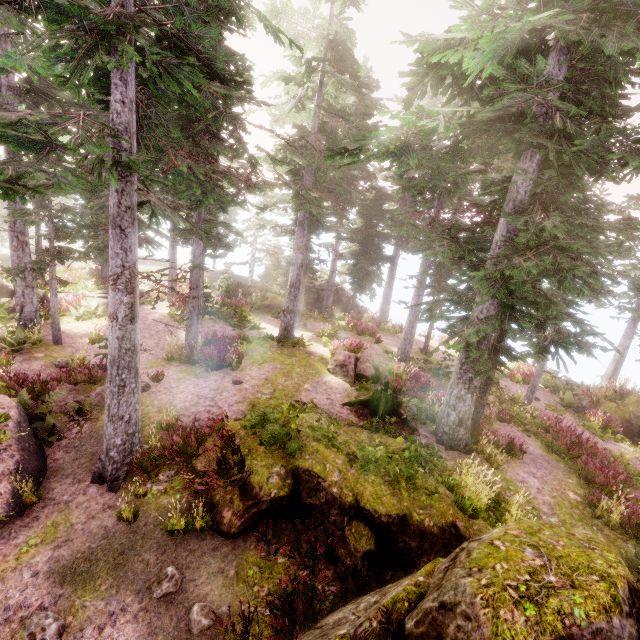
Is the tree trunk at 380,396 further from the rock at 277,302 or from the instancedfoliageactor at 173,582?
the rock at 277,302

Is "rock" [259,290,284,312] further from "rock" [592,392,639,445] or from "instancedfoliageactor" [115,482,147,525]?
"rock" [592,392,639,445]

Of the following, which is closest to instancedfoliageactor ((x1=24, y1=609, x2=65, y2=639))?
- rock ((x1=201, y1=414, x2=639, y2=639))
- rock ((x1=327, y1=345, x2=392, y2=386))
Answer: rock ((x1=201, y1=414, x2=639, y2=639))

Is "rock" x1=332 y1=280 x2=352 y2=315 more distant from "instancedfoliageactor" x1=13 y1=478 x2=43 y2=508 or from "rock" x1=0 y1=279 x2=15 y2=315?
"rock" x1=0 y1=279 x2=15 y2=315

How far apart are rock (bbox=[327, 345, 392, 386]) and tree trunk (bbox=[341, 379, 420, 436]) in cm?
160

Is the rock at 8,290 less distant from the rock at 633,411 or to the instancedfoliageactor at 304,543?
the instancedfoliageactor at 304,543

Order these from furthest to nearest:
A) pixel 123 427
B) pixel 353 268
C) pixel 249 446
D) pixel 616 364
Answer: pixel 353 268 < pixel 616 364 < pixel 249 446 < pixel 123 427

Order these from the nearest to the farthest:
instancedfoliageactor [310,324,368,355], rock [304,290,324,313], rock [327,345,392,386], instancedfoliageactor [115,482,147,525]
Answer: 1. instancedfoliageactor [115,482,147,525]
2. rock [327,345,392,386]
3. instancedfoliageactor [310,324,368,355]
4. rock [304,290,324,313]
